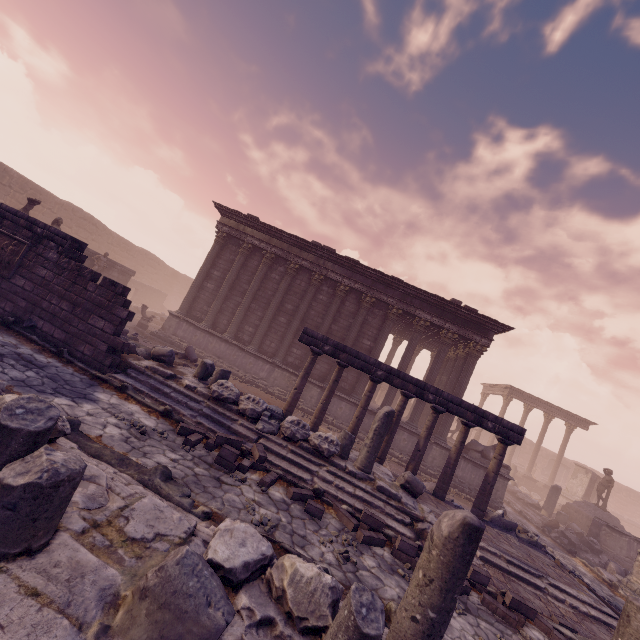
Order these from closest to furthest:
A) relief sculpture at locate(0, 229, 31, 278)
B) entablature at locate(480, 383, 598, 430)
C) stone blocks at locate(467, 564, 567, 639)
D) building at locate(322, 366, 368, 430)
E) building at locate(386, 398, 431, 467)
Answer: stone blocks at locate(467, 564, 567, 639)
relief sculpture at locate(0, 229, 31, 278)
building at locate(386, 398, 431, 467)
building at locate(322, 366, 368, 430)
entablature at locate(480, 383, 598, 430)

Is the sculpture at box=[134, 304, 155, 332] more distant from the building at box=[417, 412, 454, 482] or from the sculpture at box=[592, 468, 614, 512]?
the sculpture at box=[592, 468, 614, 512]

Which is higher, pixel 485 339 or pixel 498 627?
pixel 485 339

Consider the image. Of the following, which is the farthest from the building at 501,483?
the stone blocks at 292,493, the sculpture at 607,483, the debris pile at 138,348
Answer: the stone blocks at 292,493

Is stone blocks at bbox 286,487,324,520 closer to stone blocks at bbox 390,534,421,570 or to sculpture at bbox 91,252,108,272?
stone blocks at bbox 390,534,421,570

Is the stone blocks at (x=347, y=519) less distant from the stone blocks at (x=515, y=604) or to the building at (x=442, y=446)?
the stone blocks at (x=515, y=604)

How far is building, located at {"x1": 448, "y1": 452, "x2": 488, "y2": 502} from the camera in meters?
13.8 m
